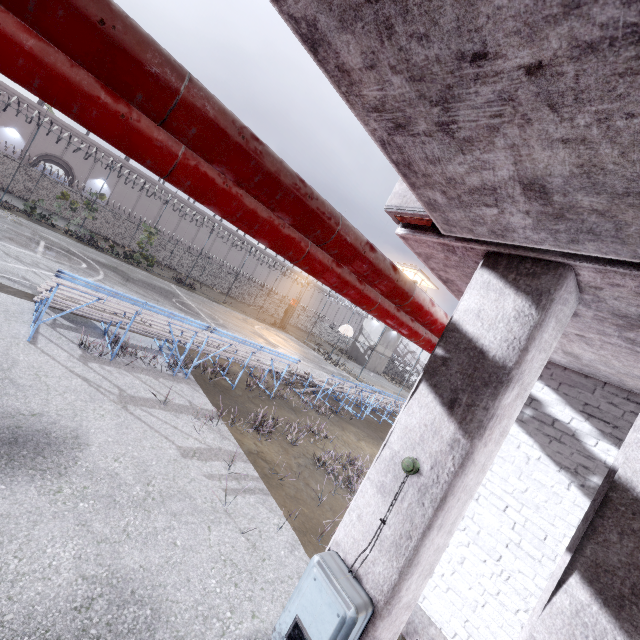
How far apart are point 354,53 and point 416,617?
5.71m

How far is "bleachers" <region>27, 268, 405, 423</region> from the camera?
6.6 meters

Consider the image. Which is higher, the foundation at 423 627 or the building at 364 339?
the building at 364 339

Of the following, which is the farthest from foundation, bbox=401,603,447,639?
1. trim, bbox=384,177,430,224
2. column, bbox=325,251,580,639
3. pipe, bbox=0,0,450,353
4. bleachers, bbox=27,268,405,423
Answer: bleachers, bbox=27,268,405,423

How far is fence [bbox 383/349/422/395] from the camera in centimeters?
2400cm

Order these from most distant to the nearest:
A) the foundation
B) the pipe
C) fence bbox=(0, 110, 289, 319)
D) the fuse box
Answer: fence bbox=(0, 110, 289, 319)
the foundation
the fuse box
the pipe

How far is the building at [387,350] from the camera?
42.9 meters

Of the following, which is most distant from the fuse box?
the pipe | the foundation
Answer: the foundation
